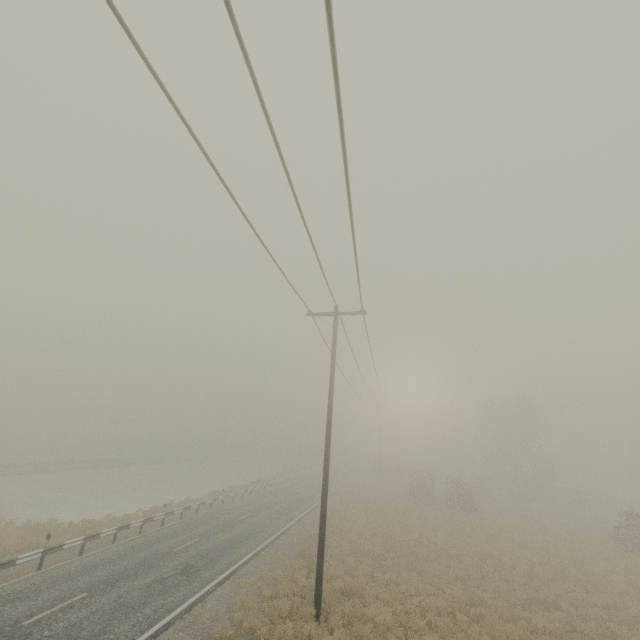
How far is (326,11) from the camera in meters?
3.6
